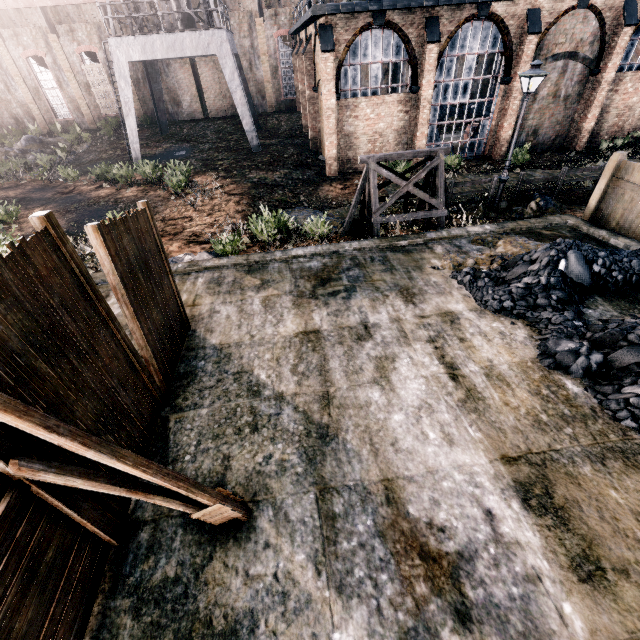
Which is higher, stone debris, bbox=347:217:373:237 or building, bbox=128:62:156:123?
building, bbox=128:62:156:123

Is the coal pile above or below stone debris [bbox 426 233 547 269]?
above

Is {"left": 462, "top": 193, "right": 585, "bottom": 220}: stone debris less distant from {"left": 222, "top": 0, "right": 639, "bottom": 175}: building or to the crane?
{"left": 222, "top": 0, "right": 639, "bottom": 175}: building

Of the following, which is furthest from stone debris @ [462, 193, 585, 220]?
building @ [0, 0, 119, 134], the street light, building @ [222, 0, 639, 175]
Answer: building @ [0, 0, 119, 134]

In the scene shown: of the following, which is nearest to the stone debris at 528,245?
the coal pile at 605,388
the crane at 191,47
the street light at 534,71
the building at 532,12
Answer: the coal pile at 605,388

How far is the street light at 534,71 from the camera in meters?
12.6 m

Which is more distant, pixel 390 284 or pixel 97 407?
pixel 390 284

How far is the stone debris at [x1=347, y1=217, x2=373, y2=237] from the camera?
13.24m
